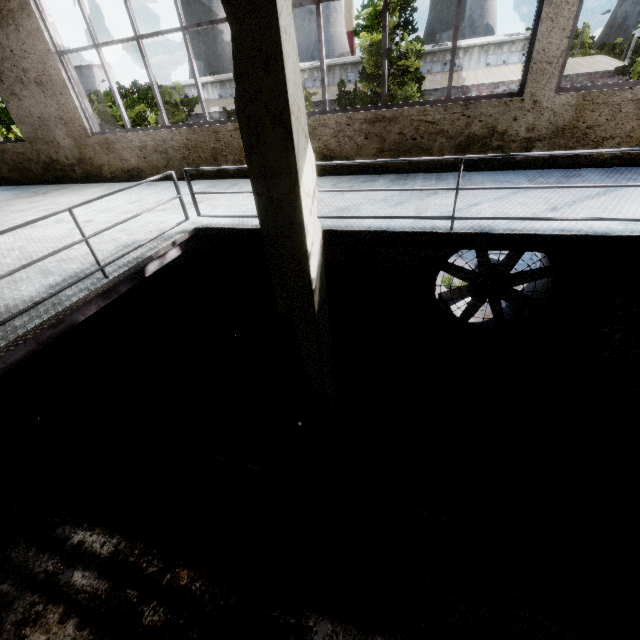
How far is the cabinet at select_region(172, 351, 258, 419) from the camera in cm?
670

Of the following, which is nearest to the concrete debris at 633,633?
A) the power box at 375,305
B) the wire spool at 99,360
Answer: the power box at 375,305

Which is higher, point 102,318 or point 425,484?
point 102,318

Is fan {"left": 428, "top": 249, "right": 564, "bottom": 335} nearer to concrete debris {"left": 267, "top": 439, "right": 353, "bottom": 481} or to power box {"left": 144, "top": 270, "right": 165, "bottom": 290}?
concrete debris {"left": 267, "top": 439, "right": 353, "bottom": 481}

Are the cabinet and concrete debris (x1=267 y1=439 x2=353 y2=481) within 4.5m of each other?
yes

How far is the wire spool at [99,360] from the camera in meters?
7.1 m

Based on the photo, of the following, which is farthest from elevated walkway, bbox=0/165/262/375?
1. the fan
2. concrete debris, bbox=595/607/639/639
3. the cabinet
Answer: concrete debris, bbox=595/607/639/639

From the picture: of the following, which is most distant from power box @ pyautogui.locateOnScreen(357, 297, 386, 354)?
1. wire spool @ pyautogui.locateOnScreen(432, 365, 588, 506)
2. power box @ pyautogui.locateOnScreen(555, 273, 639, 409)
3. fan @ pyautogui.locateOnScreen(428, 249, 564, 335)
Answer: power box @ pyautogui.locateOnScreen(555, 273, 639, 409)
